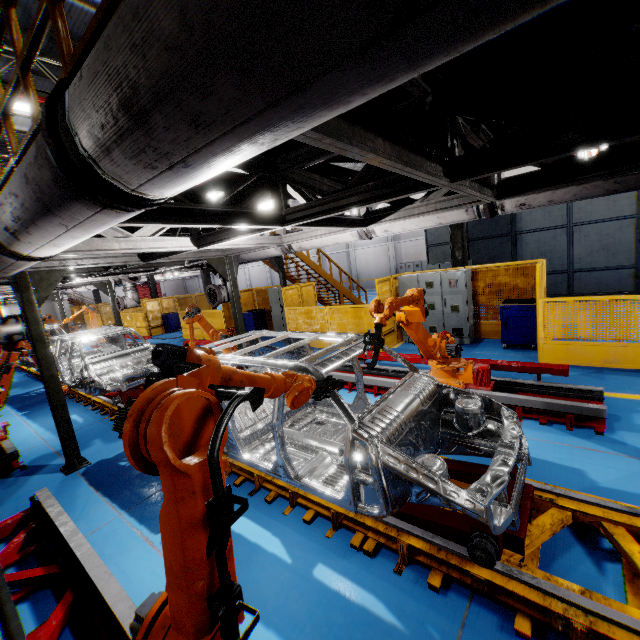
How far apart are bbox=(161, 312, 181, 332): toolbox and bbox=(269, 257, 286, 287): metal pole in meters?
10.5 m

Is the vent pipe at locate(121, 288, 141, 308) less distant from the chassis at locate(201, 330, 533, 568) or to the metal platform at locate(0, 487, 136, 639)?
the chassis at locate(201, 330, 533, 568)

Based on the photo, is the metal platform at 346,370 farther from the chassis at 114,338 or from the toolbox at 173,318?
the toolbox at 173,318

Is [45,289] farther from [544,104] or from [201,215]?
[544,104]

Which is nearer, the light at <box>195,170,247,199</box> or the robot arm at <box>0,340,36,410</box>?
the light at <box>195,170,247,199</box>

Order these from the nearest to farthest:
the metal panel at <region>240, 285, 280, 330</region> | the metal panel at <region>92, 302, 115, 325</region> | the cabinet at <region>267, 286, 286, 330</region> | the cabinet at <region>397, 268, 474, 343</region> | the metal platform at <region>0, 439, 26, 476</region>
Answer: the metal platform at <region>0, 439, 26, 476</region> → the cabinet at <region>397, 268, 474, 343</region> → the cabinet at <region>267, 286, 286, 330</region> → the metal panel at <region>240, 285, 280, 330</region> → the metal panel at <region>92, 302, 115, 325</region>

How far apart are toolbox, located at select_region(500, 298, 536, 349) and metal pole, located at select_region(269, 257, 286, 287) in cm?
726

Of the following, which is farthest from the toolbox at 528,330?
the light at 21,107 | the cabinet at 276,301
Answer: the light at 21,107
